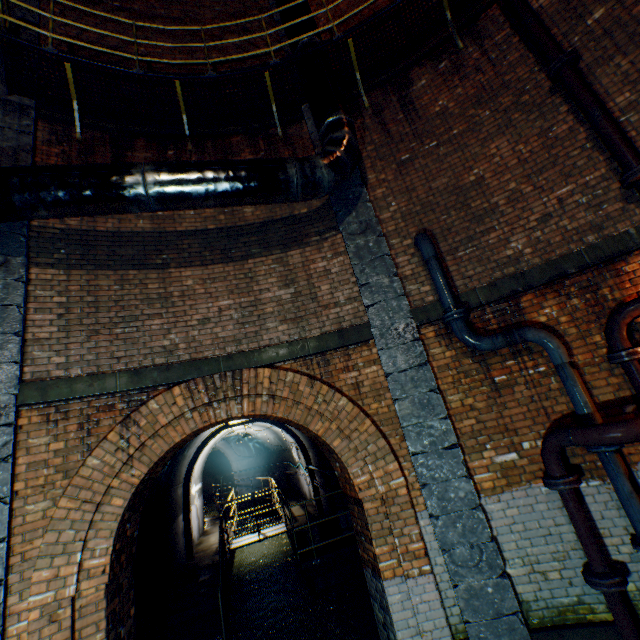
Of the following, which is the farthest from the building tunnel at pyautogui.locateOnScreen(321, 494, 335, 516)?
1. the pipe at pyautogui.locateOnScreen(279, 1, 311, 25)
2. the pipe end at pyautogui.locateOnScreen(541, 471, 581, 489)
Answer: the pipe end at pyautogui.locateOnScreen(541, 471, 581, 489)

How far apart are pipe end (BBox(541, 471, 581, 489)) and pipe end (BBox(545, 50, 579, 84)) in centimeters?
540cm

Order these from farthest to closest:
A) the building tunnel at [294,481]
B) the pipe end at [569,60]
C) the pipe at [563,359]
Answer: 1. the building tunnel at [294,481]
2. the pipe end at [569,60]
3. the pipe at [563,359]

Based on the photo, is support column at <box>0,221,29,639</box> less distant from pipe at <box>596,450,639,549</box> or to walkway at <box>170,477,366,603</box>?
pipe at <box>596,450,639,549</box>

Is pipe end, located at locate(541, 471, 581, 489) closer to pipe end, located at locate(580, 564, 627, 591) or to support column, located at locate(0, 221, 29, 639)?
pipe end, located at locate(580, 564, 627, 591)

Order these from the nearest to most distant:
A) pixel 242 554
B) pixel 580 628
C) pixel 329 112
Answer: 1. pixel 580 628
2. pixel 329 112
3. pixel 242 554

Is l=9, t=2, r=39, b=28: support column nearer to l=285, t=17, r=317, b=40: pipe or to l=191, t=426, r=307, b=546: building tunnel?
l=285, t=17, r=317, b=40: pipe

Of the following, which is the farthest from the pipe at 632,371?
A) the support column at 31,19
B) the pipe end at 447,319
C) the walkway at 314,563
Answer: the walkway at 314,563
